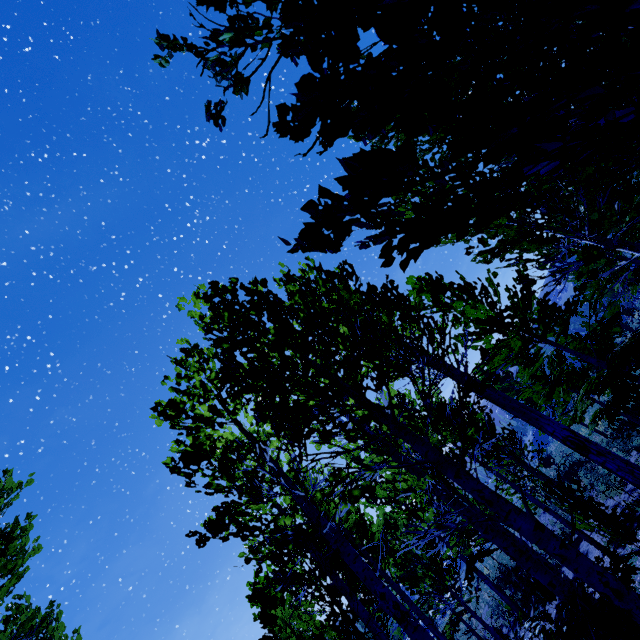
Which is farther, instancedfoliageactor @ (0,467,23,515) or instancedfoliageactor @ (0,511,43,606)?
instancedfoliageactor @ (0,467,23,515)

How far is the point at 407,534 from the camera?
18.4 meters

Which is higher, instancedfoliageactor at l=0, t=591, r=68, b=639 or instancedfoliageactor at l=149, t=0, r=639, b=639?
instancedfoliageactor at l=0, t=591, r=68, b=639

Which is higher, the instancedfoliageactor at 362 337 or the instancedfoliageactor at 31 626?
the instancedfoliageactor at 31 626

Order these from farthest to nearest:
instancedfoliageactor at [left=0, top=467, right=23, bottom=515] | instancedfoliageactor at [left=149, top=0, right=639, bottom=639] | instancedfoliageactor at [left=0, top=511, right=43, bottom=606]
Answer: instancedfoliageactor at [left=0, top=467, right=23, bottom=515] → instancedfoliageactor at [left=0, top=511, right=43, bottom=606] → instancedfoliageactor at [left=149, top=0, right=639, bottom=639]

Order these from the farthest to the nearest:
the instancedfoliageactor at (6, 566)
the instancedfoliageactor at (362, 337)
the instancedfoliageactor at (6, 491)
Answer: the instancedfoliageactor at (6, 491) < the instancedfoliageactor at (6, 566) < the instancedfoliageactor at (362, 337)
